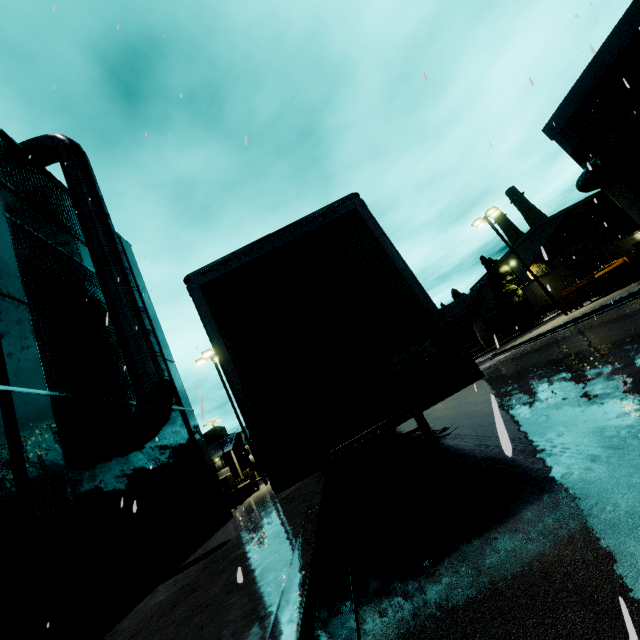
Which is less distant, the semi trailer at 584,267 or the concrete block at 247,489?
the concrete block at 247,489

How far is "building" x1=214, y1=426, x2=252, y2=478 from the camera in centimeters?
4867cm

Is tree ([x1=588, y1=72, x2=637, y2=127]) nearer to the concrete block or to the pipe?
the pipe

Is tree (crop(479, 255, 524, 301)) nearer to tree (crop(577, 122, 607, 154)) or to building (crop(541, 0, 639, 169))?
building (crop(541, 0, 639, 169))

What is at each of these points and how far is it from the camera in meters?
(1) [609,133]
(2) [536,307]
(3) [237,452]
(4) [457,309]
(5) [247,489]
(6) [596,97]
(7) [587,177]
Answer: (1) building, 17.7
(2) semi trailer, 31.2
(3) building, 53.2
(4) building, 58.2
(5) concrete block, 20.0
(6) tree, 17.4
(7) pipe, 18.5

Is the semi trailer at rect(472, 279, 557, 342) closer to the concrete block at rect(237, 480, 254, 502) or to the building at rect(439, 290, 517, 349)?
the building at rect(439, 290, 517, 349)

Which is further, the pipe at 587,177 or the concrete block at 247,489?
the concrete block at 247,489

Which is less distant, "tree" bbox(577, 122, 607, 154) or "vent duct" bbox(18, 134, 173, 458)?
"vent duct" bbox(18, 134, 173, 458)
